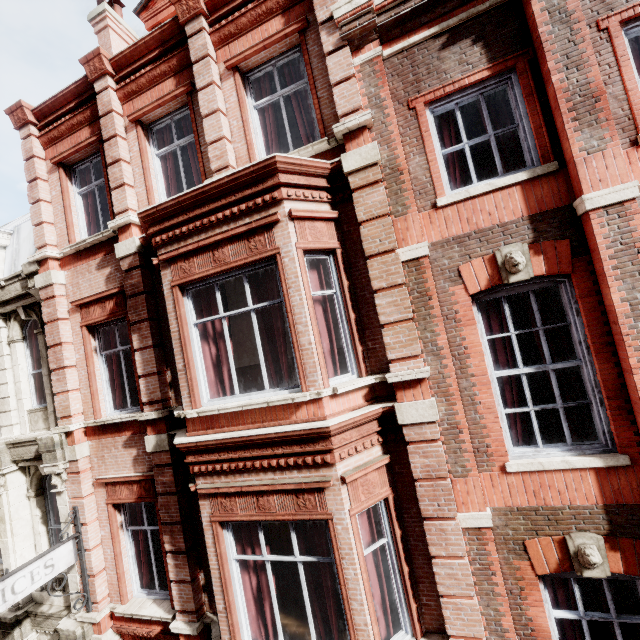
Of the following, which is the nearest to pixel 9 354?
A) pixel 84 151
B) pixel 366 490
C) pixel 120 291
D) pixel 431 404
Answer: pixel 120 291

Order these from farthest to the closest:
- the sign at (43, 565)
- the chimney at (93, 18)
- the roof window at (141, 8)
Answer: the chimney at (93, 18), the roof window at (141, 8), the sign at (43, 565)

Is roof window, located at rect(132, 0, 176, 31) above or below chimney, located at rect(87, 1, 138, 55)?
below

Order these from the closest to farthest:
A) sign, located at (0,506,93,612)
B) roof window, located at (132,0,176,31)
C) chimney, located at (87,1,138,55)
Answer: sign, located at (0,506,93,612), roof window, located at (132,0,176,31), chimney, located at (87,1,138,55)

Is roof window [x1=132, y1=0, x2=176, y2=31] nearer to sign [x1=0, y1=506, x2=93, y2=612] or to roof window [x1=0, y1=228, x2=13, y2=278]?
roof window [x1=0, y1=228, x2=13, y2=278]

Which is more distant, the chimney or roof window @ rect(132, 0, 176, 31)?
the chimney

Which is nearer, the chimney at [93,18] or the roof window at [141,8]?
the roof window at [141,8]

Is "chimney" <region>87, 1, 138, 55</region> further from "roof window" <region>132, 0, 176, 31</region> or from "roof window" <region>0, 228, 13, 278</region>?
"roof window" <region>0, 228, 13, 278</region>
